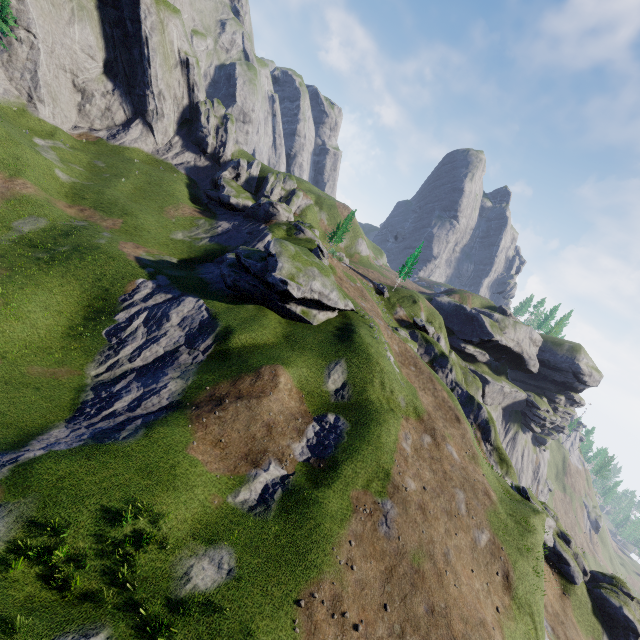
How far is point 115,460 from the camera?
16.9m
